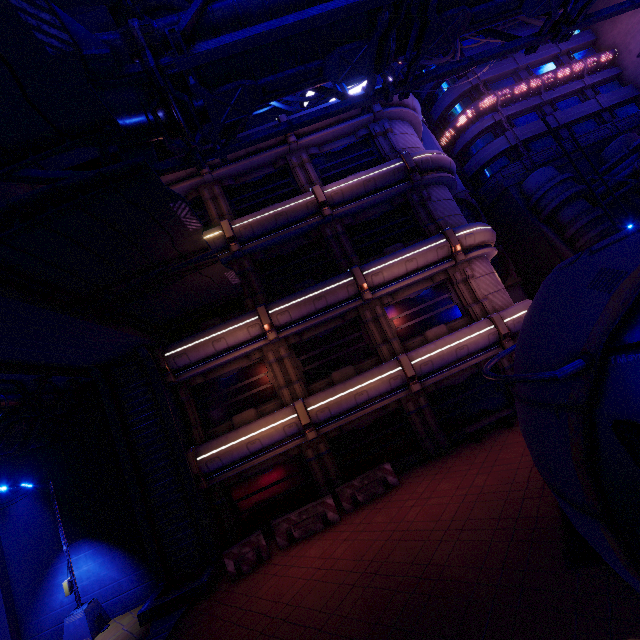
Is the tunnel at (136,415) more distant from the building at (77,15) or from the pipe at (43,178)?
the building at (77,15)

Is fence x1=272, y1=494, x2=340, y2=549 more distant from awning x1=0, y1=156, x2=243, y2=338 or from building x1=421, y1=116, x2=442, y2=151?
building x1=421, y1=116, x2=442, y2=151

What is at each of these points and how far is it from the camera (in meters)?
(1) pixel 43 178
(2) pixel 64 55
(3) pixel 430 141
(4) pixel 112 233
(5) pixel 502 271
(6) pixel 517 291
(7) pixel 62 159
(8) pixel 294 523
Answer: (1) pipe, 6.36
(2) awning, 4.18
(3) building, 27.45
(4) awning, 7.66
(5) vent, 24.56
(6) building, 24.72
(7) building, 19.77
(8) fence, 12.14

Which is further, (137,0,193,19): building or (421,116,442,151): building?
(421,116,442,151): building

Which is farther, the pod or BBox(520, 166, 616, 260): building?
BBox(520, 166, 616, 260): building

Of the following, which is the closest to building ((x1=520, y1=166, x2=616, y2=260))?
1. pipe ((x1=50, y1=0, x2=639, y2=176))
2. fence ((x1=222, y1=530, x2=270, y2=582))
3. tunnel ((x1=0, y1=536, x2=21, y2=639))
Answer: pipe ((x1=50, y1=0, x2=639, y2=176))

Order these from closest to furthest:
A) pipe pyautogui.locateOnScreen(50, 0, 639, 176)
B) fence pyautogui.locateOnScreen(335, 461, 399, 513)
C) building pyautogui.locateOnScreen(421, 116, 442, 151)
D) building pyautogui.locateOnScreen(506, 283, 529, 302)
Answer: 1. pipe pyautogui.locateOnScreen(50, 0, 639, 176)
2. fence pyautogui.locateOnScreen(335, 461, 399, 513)
3. building pyautogui.locateOnScreen(506, 283, 529, 302)
4. building pyautogui.locateOnScreen(421, 116, 442, 151)

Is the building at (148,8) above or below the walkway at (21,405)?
above
